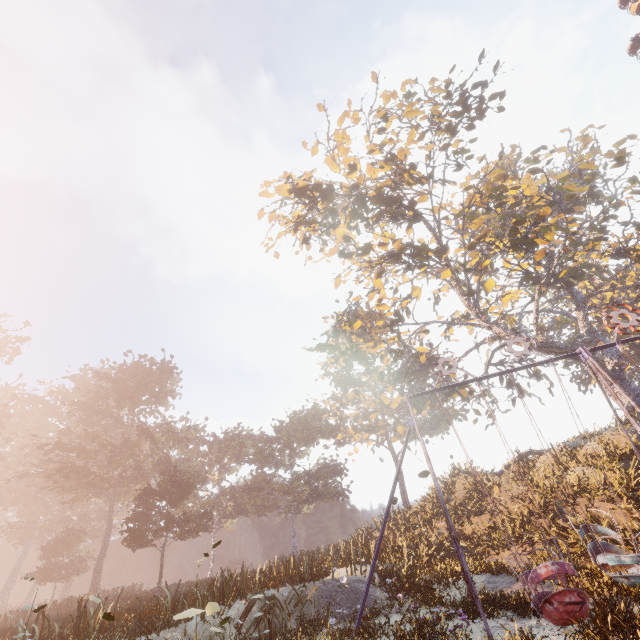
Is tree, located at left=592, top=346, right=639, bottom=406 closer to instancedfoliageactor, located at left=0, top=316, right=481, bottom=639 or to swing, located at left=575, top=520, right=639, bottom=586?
swing, located at left=575, top=520, right=639, bottom=586

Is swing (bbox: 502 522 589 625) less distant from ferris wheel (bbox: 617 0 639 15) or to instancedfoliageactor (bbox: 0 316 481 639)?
ferris wheel (bbox: 617 0 639 15)

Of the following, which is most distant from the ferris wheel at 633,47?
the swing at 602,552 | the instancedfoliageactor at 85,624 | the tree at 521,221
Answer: the instancedfoliageactor at 85,624

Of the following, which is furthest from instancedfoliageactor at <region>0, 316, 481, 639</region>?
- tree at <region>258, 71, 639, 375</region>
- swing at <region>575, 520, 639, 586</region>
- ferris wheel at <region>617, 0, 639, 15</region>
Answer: ferris wheel at <region>617, 0, 639, 15</region>

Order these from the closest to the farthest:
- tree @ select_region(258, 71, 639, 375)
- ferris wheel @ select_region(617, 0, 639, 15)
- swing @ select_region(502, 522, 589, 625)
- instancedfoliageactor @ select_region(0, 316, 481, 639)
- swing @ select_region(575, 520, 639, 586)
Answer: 1. swing @ select_region(502, 522, 589, 625)
2. swing @ select_region(575, 520, 639, 586)
3. instancedfoliageactor @ select_region(0, 316, 481, 639)
4. tree @ select_region(258, 71, 639, 375)
5. ferris wheel @ select_region(617, 0, 639, 15)

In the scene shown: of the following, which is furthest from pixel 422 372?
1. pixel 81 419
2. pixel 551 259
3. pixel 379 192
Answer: pixel 81 419

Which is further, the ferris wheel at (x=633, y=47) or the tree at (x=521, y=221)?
the ferris wheel at (x=633, y=47)

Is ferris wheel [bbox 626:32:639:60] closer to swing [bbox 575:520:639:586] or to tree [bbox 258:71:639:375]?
tree [bbox 258:71:639:375]
